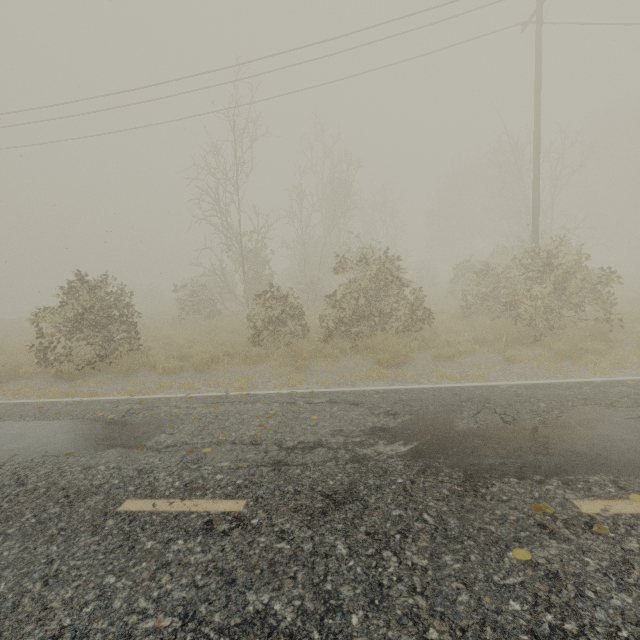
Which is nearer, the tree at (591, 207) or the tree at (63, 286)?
the tree at (63, 286)

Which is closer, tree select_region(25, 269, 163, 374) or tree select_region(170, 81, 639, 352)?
tree select_region(25, 269, 163, 374)

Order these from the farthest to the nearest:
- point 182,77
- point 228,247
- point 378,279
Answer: point 228,247, point 182,77, point 378,279

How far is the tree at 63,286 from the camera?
9.84m

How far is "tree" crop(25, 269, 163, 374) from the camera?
9.8 meters
